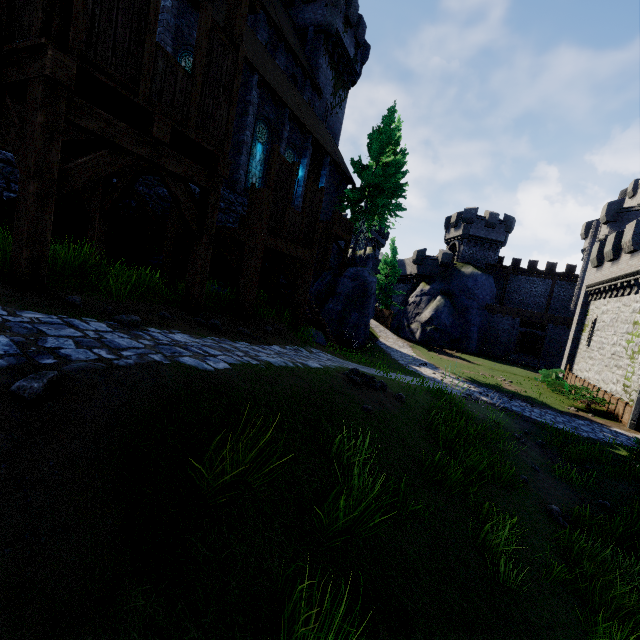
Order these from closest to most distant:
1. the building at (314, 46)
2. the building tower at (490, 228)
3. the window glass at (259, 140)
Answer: the building at (314, 46) → the window glass at (259, 140) → the building tower at (490, 228)

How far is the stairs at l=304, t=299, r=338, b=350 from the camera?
15.0 meters

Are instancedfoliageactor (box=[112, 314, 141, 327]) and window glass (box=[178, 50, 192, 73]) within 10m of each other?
no

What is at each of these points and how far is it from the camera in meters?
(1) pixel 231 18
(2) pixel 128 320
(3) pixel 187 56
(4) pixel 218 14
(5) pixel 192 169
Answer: (1) wooden post, 6.4 m
(2) instancedfoliageactor, 4.3 m
(3) window glass, 13.1 m
(4) building, 13.8 m
(5) walkway, 6.2 m

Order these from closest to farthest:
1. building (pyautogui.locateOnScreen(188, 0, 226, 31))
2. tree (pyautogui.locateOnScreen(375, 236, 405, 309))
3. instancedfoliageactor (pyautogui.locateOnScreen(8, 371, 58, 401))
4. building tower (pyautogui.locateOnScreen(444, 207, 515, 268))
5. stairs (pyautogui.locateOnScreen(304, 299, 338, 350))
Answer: instancedfoliageactor (pyautogui.locateOnScreen(8, 371, 58, 401))
building (pyautogui.locateOnScreen(188, 0, 226, 31))
stairs (pyautogui.locateOnScreen(304, 299, 338, 350))
tree (pyautogui.locateOnScreen(375, 236, 405, 309))
building tower (pyautogui.locateOnScreen(444, 207, 515, 268))

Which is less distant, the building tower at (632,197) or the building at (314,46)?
the building at (314,46)

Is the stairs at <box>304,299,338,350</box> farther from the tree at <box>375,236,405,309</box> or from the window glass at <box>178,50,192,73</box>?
the tree at <box>375,236,405,309</box>

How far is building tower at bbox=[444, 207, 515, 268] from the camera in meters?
40.2
